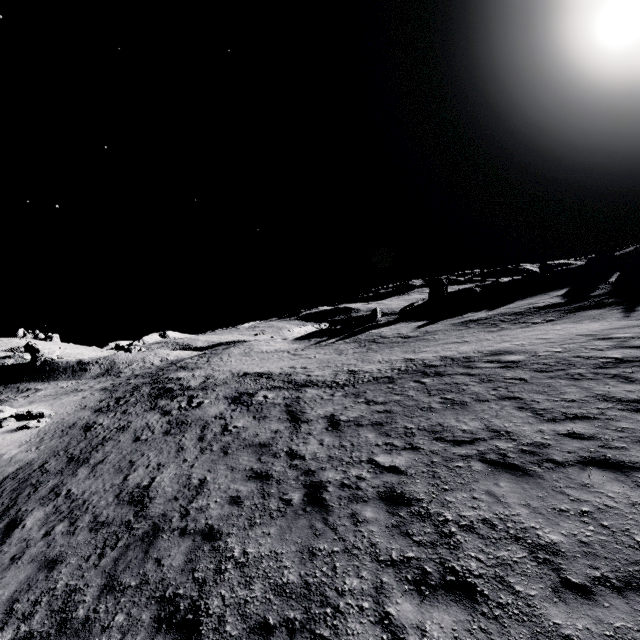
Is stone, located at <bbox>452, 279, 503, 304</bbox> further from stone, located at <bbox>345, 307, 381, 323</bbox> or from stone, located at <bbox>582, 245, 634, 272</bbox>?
stone, located at <bbox>345, 307, 381, 323</bbox>

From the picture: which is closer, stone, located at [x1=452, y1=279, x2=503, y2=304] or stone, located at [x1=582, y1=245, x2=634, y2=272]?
stone, located at [x1=582, y1=245, x2=634, y2=272]

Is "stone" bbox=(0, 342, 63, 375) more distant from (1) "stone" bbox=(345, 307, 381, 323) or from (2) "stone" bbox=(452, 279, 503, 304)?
(2) "stone" bbox=(452, 279, 503, 304)

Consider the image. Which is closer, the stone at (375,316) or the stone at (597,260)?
the stone at (597,260)

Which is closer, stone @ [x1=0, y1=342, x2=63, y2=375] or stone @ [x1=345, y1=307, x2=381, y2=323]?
stone @ [x1=345, y1=307, x2=381, y2=323]

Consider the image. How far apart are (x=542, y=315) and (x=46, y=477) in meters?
30.9 m

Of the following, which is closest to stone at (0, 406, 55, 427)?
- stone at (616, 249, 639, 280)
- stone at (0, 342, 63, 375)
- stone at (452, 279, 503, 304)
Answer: stone at (0, 342, 63, 375)

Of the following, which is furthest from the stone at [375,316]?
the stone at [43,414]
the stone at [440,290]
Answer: the stone at [43,414]
